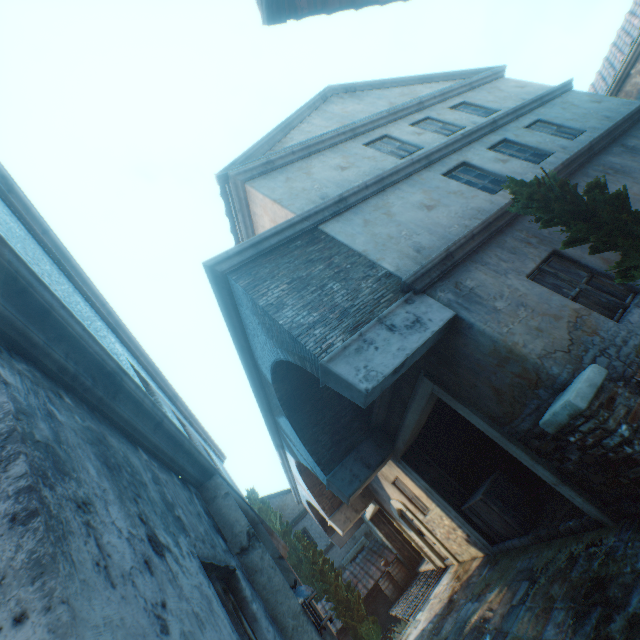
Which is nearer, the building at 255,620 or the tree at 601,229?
the building at 255,620

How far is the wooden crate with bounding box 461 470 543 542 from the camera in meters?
6.7 m

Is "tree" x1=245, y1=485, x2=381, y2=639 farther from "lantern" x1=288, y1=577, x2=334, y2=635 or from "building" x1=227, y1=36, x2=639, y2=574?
"lantern" x1=288, y1=577, x2=334, y2=635

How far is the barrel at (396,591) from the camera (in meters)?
14.44

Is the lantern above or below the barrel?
above

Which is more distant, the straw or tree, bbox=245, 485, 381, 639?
tree, bbox=245, 485, 381, 639

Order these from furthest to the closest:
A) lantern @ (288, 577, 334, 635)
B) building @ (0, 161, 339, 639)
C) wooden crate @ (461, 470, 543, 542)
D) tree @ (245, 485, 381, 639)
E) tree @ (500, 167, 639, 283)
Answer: tree @ (245, 485, 381, 639) → wooden crate @ (461, 470, 543, 542) → tree @ (500, 167, 639, 283) → lantern @ (288, 577, 334, 635) → building @ (0, 161, 339, 639)

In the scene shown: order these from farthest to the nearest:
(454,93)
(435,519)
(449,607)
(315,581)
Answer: (315,581), (454,93), (435,519), (449,607)
